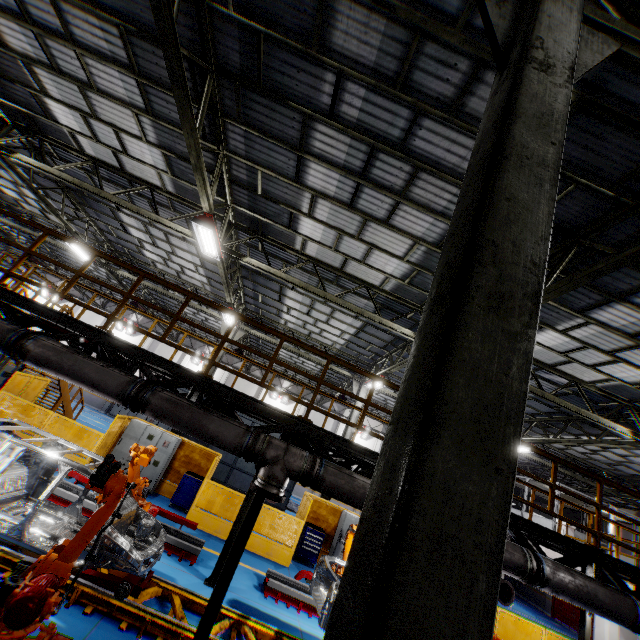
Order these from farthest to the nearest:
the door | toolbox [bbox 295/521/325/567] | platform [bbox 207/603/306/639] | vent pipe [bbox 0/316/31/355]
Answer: the door, toolbox [bbox 295/521/325/567], platform [bbox 207/603/306/639], vent pipe [bbox 0/316/31/355]

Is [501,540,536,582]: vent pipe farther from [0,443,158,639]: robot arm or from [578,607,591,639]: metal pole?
[578,607,591,639]: metal pole

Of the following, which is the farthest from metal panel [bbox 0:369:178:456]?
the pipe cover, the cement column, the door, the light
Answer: the door

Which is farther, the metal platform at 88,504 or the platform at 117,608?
the metal platform at 88,504

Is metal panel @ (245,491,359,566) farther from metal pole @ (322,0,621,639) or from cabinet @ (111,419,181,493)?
metal pole @ (322,0,621,639)

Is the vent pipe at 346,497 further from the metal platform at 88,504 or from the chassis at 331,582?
the metal platform at 88,504

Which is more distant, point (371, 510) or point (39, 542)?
point (39, 542)

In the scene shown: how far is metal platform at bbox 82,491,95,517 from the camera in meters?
8.5
